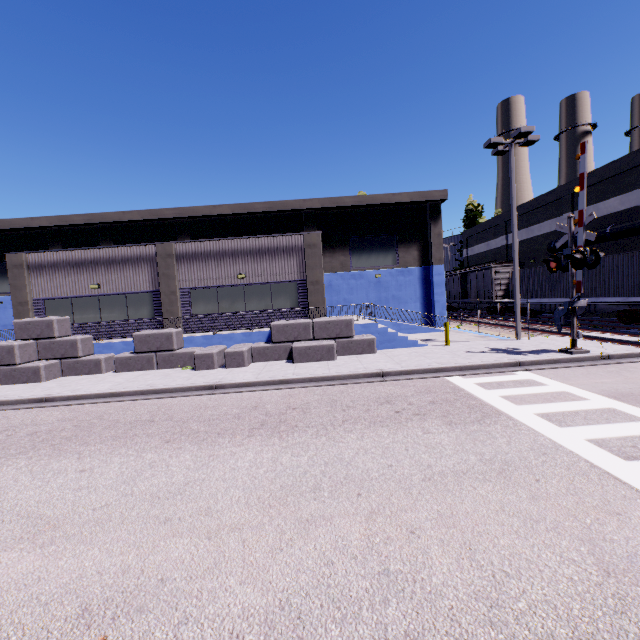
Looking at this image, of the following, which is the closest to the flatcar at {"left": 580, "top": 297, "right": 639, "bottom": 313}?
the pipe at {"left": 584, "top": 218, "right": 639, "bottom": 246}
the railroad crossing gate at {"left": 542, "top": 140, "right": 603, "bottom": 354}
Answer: the pipe at {"left": 584, "top": 218, "right": 639, "bottom": 246}

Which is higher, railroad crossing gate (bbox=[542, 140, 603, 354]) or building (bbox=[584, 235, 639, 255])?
building (bbox=[584, 235, 639, 255])

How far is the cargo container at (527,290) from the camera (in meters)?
21.64

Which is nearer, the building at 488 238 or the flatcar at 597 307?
the flatcar at 597 307

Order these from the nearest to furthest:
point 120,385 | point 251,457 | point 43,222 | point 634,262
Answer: point 251,457, point 120,385, point 634,262, point 43,222

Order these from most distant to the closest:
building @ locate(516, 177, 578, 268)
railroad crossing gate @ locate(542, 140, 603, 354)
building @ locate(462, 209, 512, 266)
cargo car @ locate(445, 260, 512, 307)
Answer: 1. building @ locate(462, 209, 512, 266)
2. cargo car @ locate(445, 260, 512, 307)
3. building @ locate(516, 177, 578, 268)
4. railroad crossing gate @ locate(542, 140, 603, 354)

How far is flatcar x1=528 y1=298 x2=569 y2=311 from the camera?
21.8m

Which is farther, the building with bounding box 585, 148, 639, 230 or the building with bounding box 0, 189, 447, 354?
the building with bounding box 585, 148, 639, 230
